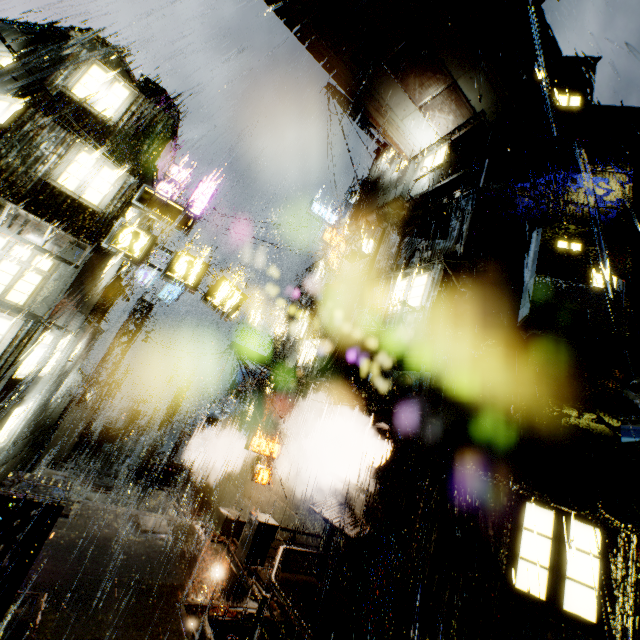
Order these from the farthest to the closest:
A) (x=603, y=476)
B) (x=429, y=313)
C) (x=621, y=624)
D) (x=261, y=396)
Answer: (x=261, y=396)
(x=429, y=313)
(x=603, y=476)
(x=621, y=624)

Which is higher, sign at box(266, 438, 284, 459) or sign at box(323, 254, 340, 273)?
sign at box(323, 254, 340, 273)

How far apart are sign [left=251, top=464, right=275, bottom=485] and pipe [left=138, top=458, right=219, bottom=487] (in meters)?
6.77

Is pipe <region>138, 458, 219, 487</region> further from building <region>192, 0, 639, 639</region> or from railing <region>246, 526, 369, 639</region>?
railing <region>246, 526, 369, 639</region>

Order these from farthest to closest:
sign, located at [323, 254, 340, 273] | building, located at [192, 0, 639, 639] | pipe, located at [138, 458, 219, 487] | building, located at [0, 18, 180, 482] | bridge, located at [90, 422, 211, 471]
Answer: bridge, located at [90, 422, 211, 471], sign, located at [323, 254, 340, 273], pipe, located at [138, 458, 219, 487], building, located at [0, 18, 180, 482], building, located at [192, 0, 639, 639]

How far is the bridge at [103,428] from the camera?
21.17m

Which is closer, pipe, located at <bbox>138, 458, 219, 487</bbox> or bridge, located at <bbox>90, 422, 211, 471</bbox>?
pipe, located at <bbox>138, 458, 219, 487</bbox>

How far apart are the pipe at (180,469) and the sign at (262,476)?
6.8 meters
